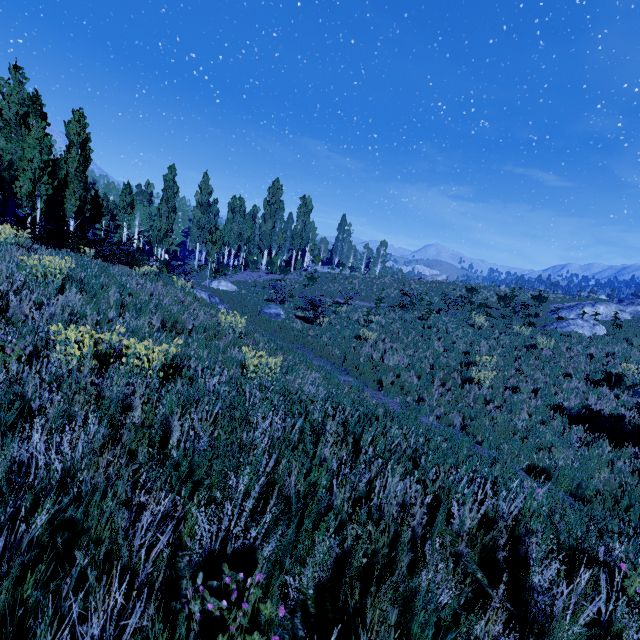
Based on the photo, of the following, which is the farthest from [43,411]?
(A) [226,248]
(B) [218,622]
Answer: (A) [226,248]

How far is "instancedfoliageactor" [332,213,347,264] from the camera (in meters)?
57.38

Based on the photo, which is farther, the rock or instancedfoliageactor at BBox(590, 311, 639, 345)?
the rock

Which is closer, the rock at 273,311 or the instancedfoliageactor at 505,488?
the instancedfoliageactor at 505,488

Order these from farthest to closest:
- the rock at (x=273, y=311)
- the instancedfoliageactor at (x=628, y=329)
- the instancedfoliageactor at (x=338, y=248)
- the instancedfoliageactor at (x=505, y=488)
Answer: the instancedfoliageactor at (x=338, y=248), the rock at (x=273, y=311), the instancedfoliageactor at (x=628, y=329), the instancedfoliageactor at (x=505, y=488)

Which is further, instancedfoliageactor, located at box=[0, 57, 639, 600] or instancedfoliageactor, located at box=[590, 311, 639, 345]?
instancedfoliageactor, located at box=[590, 311, 639, 345]
